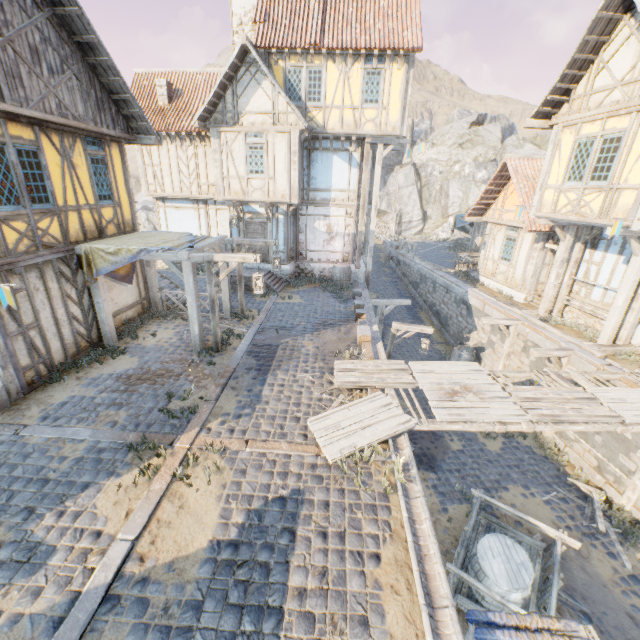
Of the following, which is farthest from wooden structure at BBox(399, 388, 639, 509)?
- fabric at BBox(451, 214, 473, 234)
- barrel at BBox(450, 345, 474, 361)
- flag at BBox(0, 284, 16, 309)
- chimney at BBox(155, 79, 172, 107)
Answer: chimney at BBox(155, 79, 172, 107)

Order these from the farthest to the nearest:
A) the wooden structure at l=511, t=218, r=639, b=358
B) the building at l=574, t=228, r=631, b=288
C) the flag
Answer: the building at l=574, t=228, r=631, b=288 → the wooden structure at l=511, t=218, r=639, b=358 → the flag

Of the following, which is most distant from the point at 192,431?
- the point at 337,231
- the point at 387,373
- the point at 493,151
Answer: the point at 493,151

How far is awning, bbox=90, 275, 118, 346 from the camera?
9.1 meters

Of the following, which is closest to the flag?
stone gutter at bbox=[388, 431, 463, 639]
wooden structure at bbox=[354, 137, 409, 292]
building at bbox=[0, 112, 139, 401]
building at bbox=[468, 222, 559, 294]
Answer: building at bbox=[0, 112, 139, 401]

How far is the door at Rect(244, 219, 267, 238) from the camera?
15.7m

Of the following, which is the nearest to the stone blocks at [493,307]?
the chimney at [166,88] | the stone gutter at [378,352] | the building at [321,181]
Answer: the stone gutter at [378,352]

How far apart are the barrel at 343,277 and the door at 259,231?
3.2m
